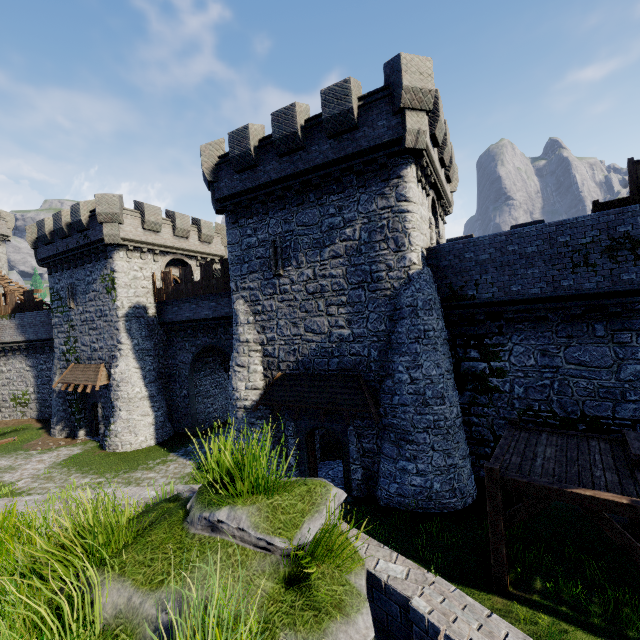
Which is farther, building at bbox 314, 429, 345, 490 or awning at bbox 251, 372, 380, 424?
building at bbox 314, 429, 345, 490

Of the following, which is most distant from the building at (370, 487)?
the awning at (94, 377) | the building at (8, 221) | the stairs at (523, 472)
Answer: the building at (8, 221)

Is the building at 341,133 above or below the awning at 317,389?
above

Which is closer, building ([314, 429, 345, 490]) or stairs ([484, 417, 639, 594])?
stairs ([484, 417, 639, 594])

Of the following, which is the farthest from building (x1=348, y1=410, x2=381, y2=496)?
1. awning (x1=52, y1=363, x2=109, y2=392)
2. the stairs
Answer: the stairs

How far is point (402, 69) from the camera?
11.4 meters

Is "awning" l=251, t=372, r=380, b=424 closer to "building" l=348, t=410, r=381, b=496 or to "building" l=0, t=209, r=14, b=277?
"building" l=348, t=410, r=381, b=496

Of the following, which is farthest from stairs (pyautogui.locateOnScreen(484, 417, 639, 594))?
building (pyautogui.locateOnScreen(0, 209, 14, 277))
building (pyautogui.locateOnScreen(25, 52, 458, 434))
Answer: building (pyautogui.locateOnScreen(0, 209, 14, 277))
